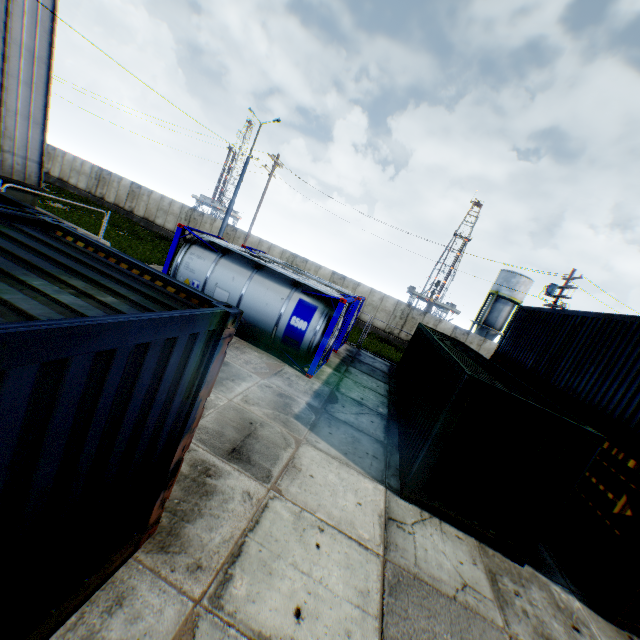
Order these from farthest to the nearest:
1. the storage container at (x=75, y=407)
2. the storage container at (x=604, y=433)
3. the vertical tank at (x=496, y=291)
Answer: the vertical tank at (x=496, y=291), the storage container at (x=604, y=433), the storage container at (x=75, y=407)

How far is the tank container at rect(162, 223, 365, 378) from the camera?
11.1m

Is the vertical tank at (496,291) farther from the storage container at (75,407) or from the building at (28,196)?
the storage container at (75,407)

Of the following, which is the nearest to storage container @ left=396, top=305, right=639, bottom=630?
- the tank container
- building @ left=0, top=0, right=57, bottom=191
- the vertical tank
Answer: the tank container

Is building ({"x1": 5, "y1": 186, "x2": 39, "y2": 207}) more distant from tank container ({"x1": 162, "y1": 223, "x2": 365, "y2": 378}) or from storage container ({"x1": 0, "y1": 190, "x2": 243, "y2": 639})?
storage container ({"x1": 0, "y1": 190, "x2": 243, "y2": 639})

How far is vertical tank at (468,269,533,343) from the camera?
40.2m

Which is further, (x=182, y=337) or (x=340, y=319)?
(x=340, y=319)

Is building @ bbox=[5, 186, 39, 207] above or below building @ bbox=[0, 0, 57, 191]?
below
